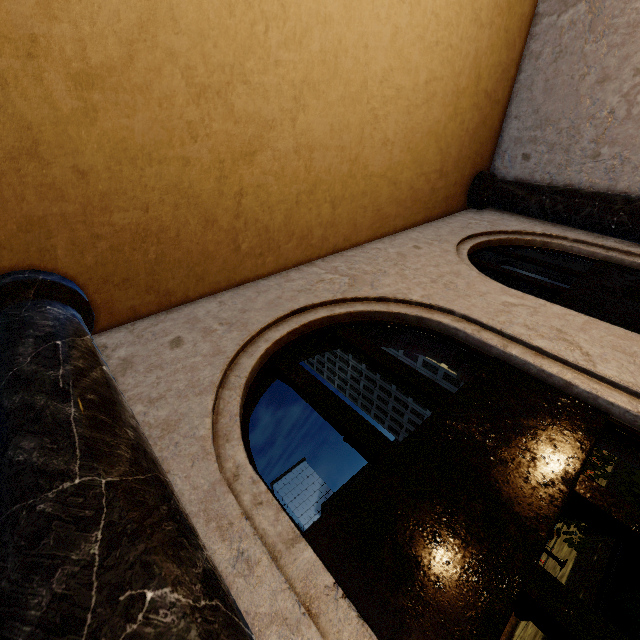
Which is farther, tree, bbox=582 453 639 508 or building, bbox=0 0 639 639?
tree, bbox=582 453 639 508

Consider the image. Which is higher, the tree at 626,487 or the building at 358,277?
the building at 358,277

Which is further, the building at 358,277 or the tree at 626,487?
the tree at 626,487

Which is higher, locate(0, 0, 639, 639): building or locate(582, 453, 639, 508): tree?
locate(0, 0, 639, 639): building

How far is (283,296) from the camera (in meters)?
3.91
